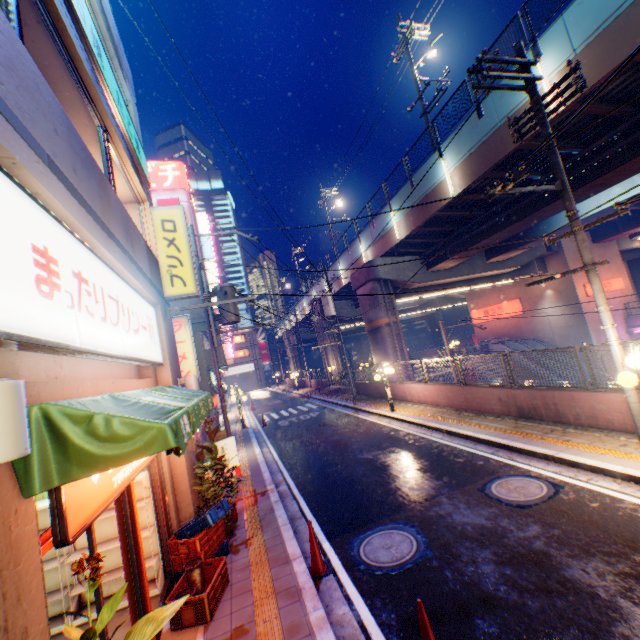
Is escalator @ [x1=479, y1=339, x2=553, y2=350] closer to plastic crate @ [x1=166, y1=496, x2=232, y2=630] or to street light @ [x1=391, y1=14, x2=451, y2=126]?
street light @ [x1=391, y1=14, x2=451, y2=126]

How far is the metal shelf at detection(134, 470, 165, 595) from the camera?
5.77m

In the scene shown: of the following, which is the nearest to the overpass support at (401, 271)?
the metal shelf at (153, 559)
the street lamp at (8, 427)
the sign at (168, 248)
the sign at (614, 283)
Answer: the sign at (614, 283)

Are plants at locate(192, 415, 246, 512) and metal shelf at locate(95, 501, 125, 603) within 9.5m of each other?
yes

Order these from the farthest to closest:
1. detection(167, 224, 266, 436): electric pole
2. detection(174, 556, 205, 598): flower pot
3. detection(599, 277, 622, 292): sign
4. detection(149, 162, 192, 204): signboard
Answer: detection(149, 162, 192, 204): signboard
detection(599, 277, 622, 292): sign
detection(167, 224, 266, 436): electric pole
detection(174, 556, 205, 598): flower pot

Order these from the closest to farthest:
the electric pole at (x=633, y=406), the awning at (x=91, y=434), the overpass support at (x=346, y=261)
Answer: the awning at (x=91, y=434) → the electric pole at (x=633, y=406) → the overpass support at (x=346, y=261)

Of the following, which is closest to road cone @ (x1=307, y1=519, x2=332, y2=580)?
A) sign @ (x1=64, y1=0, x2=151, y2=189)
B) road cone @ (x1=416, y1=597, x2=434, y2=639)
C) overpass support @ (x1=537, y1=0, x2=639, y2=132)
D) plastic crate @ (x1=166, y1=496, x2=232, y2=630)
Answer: plastic crate @ (x1=166, y1=496, x2=232, y2=630)

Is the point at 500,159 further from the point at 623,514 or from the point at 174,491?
the point at 174,491
